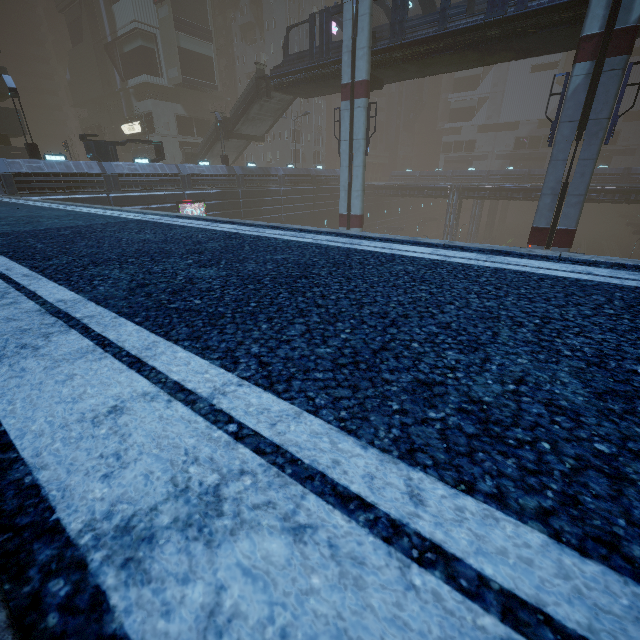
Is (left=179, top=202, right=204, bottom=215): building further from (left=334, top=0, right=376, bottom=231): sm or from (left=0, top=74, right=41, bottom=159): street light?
(left=334, top=0, right=376, bottom=231): sm

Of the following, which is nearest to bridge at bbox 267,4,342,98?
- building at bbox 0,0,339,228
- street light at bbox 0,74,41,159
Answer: building at bbox 0,0,339,228

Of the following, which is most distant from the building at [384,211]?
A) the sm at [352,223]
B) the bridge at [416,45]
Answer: the bridge at [416,45]

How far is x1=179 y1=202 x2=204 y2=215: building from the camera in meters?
27.7

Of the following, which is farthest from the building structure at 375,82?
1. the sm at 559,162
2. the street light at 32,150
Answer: the street light at 32,150

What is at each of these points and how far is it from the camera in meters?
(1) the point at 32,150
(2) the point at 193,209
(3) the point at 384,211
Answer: (1) street light, 21.4 m
(2) building, 28.5 m
(3) building, 57.7 m

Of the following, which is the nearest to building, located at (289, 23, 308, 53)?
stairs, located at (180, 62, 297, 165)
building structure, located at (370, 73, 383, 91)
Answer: stairs, located at (180, 62, 297, 165)
